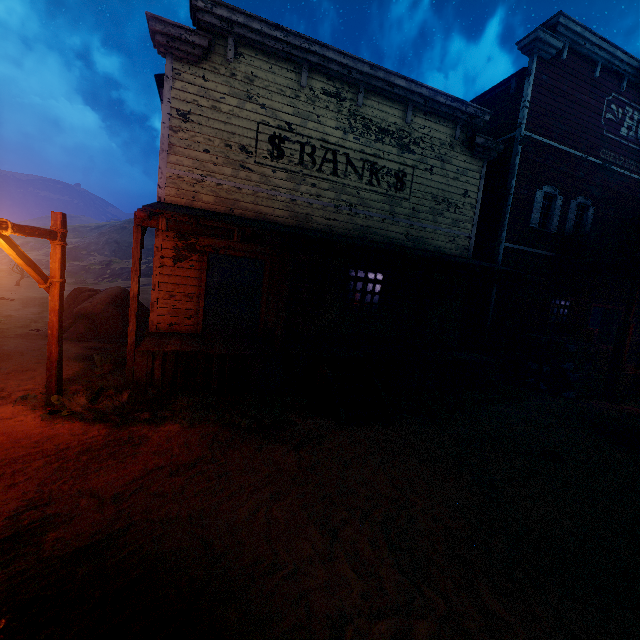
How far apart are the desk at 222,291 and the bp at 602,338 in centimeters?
1745cm

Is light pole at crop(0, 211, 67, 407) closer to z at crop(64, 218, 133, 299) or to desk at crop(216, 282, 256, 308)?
z at crop(64, 218, 133, 299)

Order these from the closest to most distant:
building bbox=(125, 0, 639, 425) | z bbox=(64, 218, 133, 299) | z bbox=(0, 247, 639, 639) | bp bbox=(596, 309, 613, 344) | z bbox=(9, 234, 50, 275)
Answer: z bbox=(0, 247, 639, 639) → building bbox=(125, 0, 639, 425) → bp bbox=(596, 309, 613, 344) → z bbox=(64, 218, 133, 299) → z bbox=(9, 234, 50, 275)

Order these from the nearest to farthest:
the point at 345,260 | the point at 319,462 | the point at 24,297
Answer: the point at 319,462
the point at 345,260
the point at 24,297

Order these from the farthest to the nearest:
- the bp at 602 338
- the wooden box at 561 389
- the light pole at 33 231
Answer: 1. the bp at 602 338
2. the wooden box at 561 389
3. the light pole at 33 231

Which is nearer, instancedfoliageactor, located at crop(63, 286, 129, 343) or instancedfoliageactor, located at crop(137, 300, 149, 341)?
instancedfoliageactor, located at crop(63, 286, 129, 343)

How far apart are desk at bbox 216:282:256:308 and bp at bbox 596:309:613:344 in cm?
1745

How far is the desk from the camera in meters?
16.1 m
